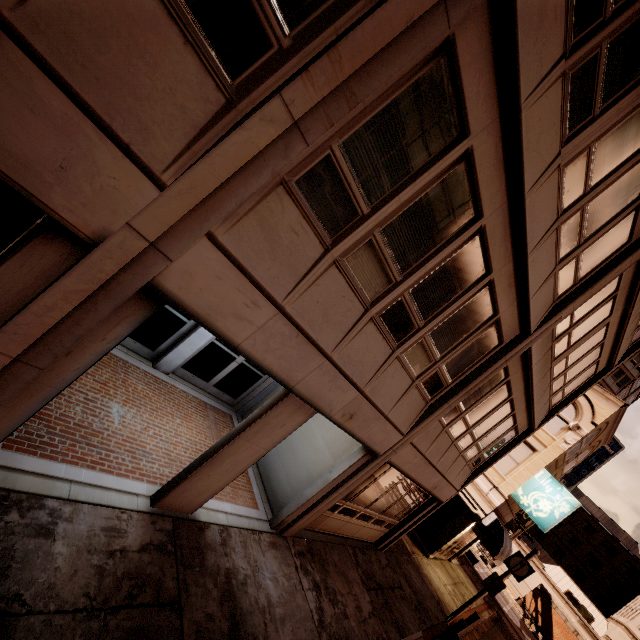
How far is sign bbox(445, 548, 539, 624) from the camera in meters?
12.9 m

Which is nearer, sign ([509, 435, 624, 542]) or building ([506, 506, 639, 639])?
sign ([509, 435, 624, 542])

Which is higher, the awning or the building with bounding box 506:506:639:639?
the building with bounding box 506:506:639:639

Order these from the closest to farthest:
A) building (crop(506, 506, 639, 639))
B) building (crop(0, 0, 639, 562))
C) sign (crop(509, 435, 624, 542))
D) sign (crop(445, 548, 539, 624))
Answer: building (crop(0, 0, 639, 562))
sign (crop(445, 548, 539, 624))
sign (crop(509, 435, 624, 542))
building (crop(506, 506, 639, 639))

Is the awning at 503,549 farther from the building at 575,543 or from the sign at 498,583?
the building at 575,543

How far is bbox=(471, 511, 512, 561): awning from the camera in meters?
16.4 m

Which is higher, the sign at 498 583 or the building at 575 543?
the building at 575 543

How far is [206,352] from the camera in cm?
870
